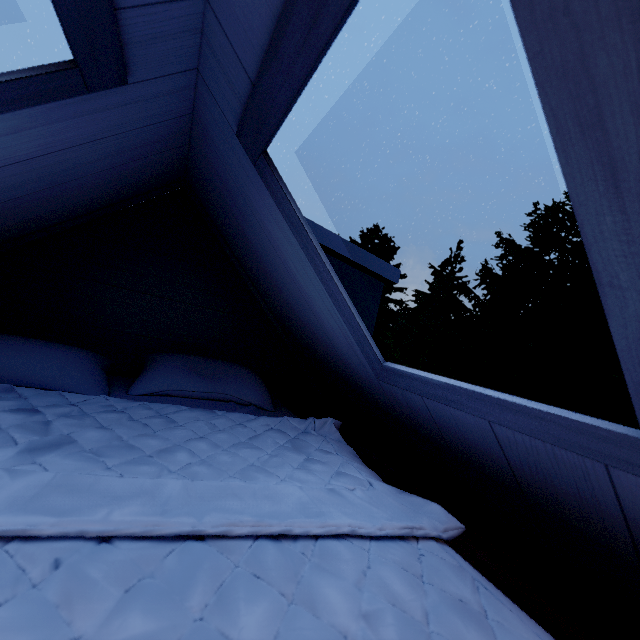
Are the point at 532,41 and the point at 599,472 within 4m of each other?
yes
